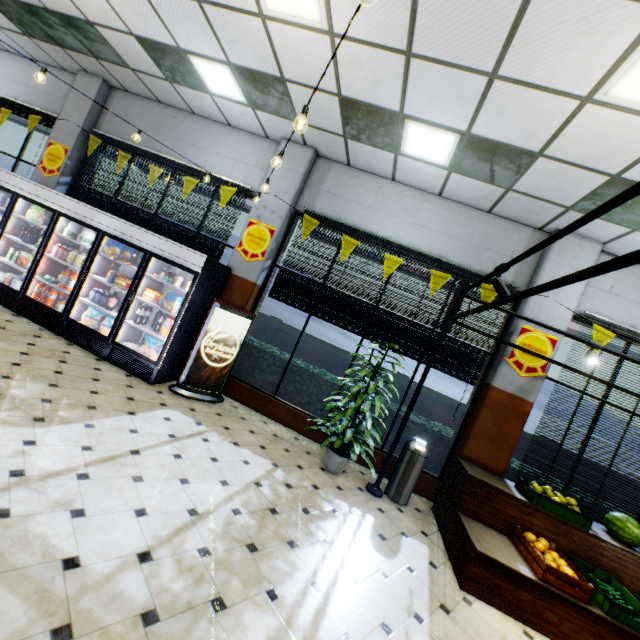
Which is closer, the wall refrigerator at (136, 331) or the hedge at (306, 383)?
the wall refrigerator at (136, 331)

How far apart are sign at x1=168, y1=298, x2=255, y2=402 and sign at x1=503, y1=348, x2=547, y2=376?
4.3m

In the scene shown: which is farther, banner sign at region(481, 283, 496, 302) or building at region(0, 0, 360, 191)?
banner sign at region(481, 283, 496, 302)

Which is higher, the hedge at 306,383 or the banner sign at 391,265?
the banner sign at 391,265

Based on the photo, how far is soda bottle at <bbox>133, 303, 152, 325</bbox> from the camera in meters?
5.5

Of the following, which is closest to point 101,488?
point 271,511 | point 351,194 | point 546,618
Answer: point 271,511

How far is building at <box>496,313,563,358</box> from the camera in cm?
511

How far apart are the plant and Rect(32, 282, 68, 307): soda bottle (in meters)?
5.68
